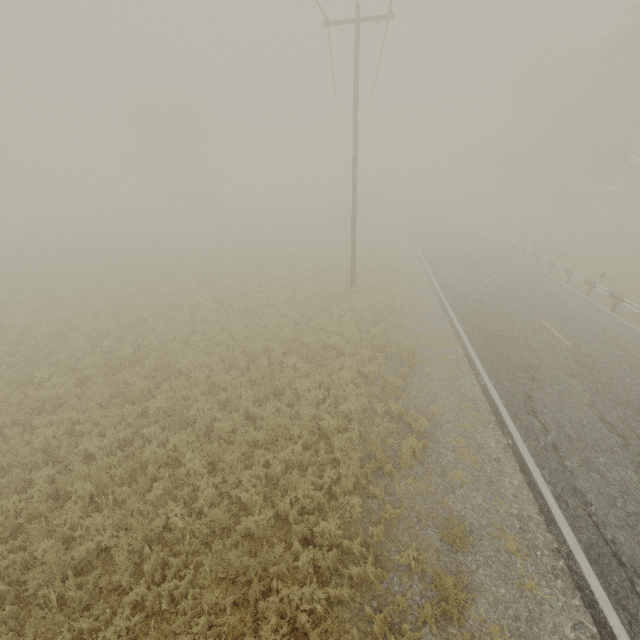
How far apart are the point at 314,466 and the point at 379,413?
2.4 meters

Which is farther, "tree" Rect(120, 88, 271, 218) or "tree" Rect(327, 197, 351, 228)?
"tree" Rect(120, 88, 271, 218)

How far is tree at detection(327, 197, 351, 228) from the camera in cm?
3584

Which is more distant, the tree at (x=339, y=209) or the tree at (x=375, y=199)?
the tree at (x=339, y=209)

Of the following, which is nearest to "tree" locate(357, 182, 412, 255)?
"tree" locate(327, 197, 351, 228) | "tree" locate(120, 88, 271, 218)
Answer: "tree" locate(327, 197, 351, 228)

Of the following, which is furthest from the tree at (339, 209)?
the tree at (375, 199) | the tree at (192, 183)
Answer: the tree at (192, 183)

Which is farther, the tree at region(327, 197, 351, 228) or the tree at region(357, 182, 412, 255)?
the tree at region(327, 197, 351, 228)
